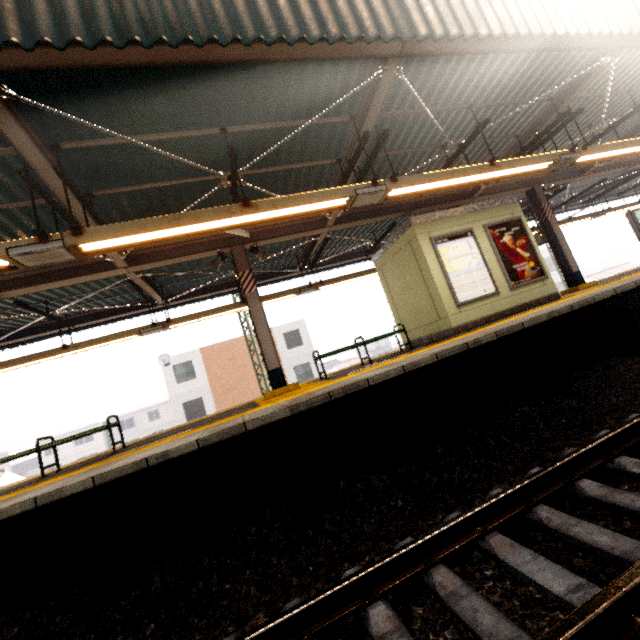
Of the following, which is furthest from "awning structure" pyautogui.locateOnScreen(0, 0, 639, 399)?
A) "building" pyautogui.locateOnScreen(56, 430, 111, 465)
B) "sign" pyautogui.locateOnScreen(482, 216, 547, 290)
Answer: "building" pyautogui.locateOnScreen(56, 430, 111, 465)

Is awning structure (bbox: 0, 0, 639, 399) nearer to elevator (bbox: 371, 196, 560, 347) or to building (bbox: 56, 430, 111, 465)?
elevator (bbox: 371, 196, 560, 347)

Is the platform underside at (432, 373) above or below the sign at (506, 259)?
below

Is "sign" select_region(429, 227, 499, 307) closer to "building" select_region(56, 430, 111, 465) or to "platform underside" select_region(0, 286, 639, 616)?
"platform underside" select_region(0, 286, 639, 616)

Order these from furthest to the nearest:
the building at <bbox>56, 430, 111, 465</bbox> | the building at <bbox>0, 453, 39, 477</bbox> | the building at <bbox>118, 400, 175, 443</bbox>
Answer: the building at <bbox>118, 400, 175, 443</bbox> < the building at <bbox>56, 430, 111, 465</bbox> < the building at <bbox>0, 453, 39, 477</bbox>

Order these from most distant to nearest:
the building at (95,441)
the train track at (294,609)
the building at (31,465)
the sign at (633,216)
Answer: the building at (95,441) < the building at (31,465) < the sign at (633,216) < the train track at (294,609)

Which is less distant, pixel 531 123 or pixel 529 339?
pixel 529 339

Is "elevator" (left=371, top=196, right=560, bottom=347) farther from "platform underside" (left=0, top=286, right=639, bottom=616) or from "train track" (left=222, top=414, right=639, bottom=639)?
"train track" (left=222, top=414, right=639, bottom=639)
